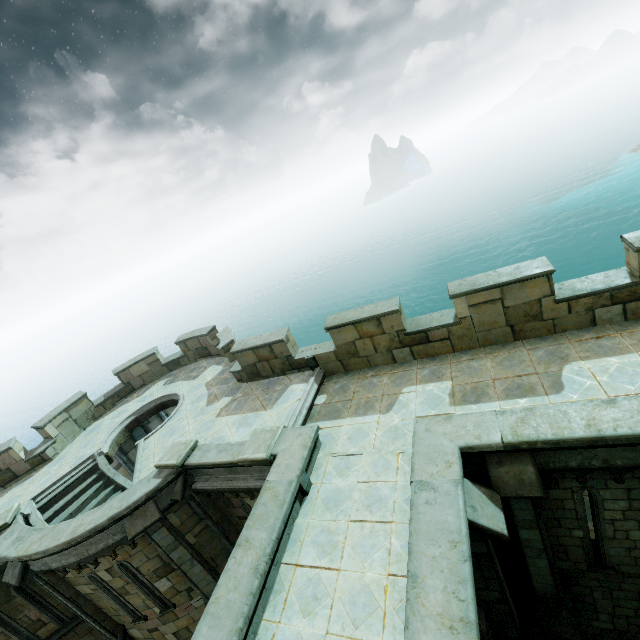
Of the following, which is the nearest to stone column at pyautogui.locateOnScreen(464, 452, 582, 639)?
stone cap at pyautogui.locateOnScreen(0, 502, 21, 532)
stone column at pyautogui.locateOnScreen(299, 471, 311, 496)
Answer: stone column at pyautogui.locateOnScreen(299, 471, 311, 496)

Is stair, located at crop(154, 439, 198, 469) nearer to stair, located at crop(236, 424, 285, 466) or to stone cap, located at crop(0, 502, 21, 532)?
stair, located at crop(236, 424, 285, 466)

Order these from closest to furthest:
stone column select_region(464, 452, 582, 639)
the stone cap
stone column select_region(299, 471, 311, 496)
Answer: stone column select_region(464, 452, 582, 639), stone column select_region(299, 471, 311, 496), the stone cap

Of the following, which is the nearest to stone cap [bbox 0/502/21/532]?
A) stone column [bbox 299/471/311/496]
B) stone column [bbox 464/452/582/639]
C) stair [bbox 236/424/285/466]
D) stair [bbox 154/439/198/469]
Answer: stair [bbox 154/439/198/469]

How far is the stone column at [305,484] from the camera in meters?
6.9

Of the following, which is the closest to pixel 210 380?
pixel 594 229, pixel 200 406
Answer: pixel 200 406

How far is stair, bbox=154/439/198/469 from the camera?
9.0 meters

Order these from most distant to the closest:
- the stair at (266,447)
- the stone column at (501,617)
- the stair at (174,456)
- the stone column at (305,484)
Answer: the stair at (174,456) < the stair at (266,447) < the stone column at (305,484) < the stone column at (501,617)
